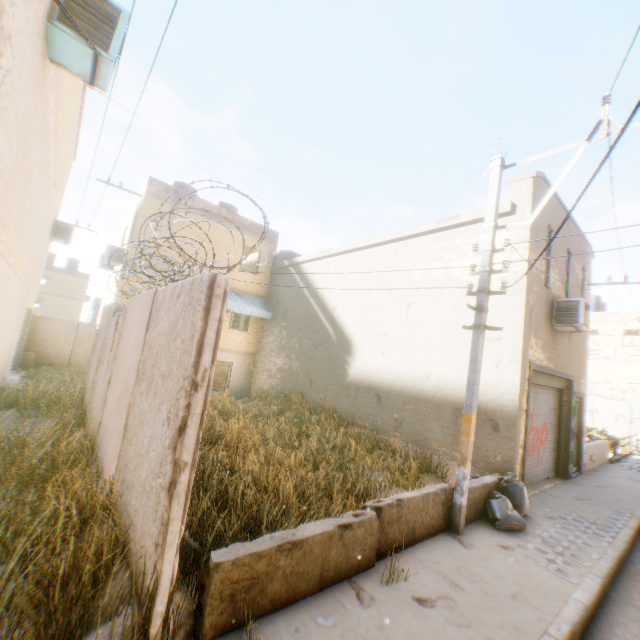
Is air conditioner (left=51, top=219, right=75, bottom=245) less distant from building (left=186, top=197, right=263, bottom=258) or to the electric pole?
building (left=186, top=197, right=263, bottom=258)

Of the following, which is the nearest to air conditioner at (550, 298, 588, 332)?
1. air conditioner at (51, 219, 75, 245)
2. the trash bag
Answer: the trash bag

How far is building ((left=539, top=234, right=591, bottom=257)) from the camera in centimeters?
932cm

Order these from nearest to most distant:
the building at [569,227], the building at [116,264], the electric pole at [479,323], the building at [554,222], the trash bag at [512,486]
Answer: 1. the electric pole at [479,323]
2. the trash bag at [512,486]
3. the building at [554,222]
4. the building at [569,227]
5. the building at [116,264]

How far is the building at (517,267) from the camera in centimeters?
823cm

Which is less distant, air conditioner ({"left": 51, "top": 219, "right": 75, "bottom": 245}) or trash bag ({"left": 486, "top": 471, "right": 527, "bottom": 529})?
trash bag ({"left": 486, "top": 471, "right": 527, "bottom": 529})

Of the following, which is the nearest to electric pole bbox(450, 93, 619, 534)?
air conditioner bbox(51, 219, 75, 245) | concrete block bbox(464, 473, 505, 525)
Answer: concrete block bbox(464, 473, 505, 525)

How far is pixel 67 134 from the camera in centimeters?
988cm
